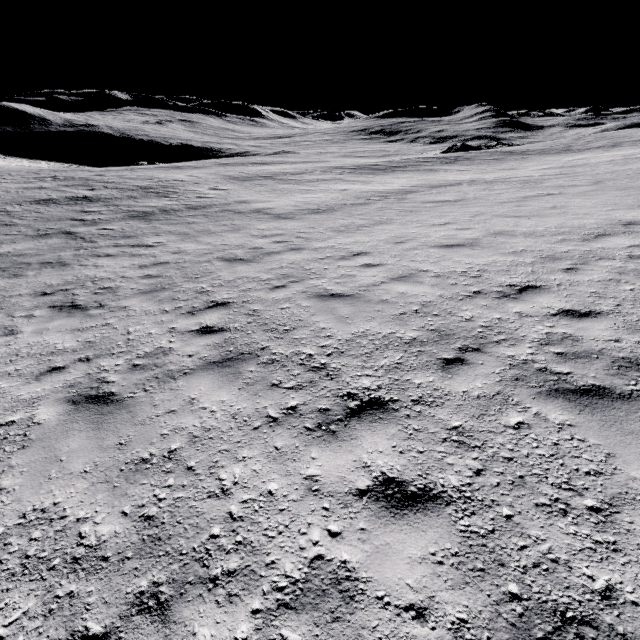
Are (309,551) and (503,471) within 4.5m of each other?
yes
